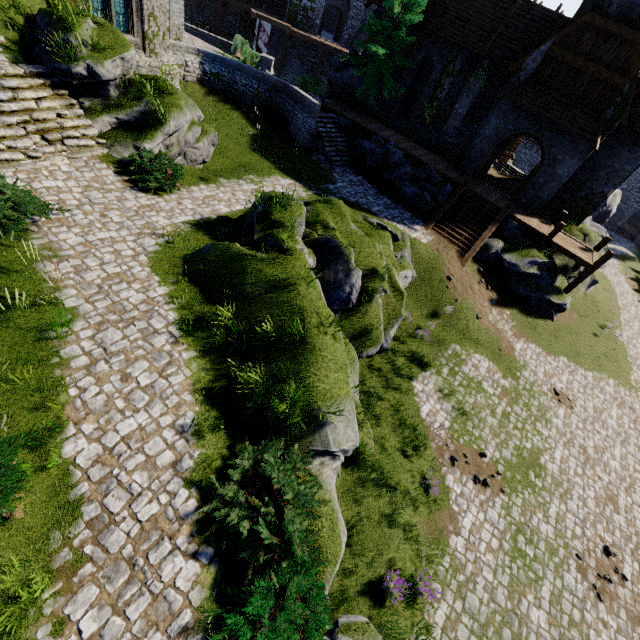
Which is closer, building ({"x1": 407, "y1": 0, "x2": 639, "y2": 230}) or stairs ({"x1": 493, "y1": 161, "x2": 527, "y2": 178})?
building ({"x1": 407, "y1": 0, "x2": 639, "y2": 230})

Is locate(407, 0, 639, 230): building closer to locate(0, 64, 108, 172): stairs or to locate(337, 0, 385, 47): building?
locate(337, 0, 385, 47): building

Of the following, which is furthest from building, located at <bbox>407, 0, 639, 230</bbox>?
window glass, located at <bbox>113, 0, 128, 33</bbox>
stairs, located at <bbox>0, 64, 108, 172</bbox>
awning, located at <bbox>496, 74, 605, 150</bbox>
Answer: stairs, located at <bbox>0, 64, 108, 172</bbox>

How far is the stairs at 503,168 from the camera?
30.0m

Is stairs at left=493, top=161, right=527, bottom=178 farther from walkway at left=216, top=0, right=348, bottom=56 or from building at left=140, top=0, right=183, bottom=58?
building at left=140, top=0, right=183, bottom=58

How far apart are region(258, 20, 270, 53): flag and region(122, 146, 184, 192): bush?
30.6 meters

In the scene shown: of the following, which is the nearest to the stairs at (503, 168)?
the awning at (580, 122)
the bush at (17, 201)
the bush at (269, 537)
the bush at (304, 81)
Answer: the awning at (580, 122)

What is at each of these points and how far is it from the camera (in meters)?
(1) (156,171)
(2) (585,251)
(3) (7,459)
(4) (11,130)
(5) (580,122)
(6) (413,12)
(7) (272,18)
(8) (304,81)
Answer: (1) bush, 12.34
(2) walkway, 20.36
(3) bush, 5.10
(4) stairs, 9.98
(5) awning, 17.94
(6) tree, 20.77
(7) walkway, 32.66
(8) bush, 26.34
